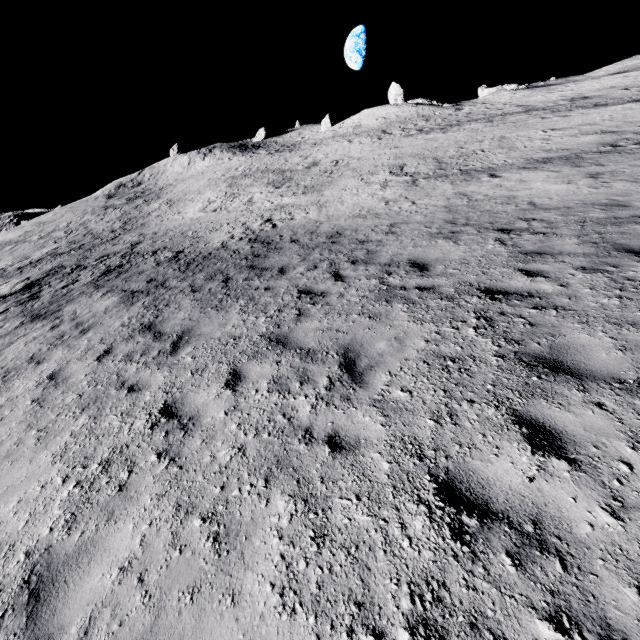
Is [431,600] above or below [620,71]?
below
